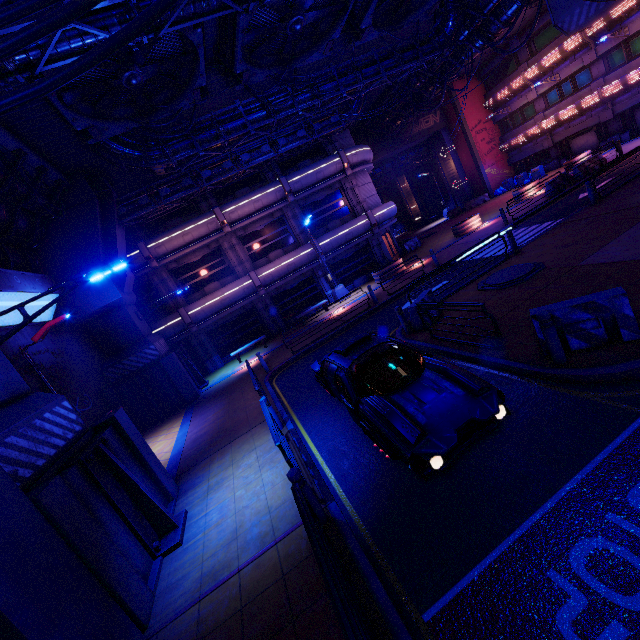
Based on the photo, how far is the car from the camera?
4.9 meters

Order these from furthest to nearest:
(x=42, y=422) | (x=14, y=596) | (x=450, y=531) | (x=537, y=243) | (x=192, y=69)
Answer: (x=537, y=243) → (x=192, y=69) → (x=42, y=422) → (x=450, y=531) → (x=14, y=596)

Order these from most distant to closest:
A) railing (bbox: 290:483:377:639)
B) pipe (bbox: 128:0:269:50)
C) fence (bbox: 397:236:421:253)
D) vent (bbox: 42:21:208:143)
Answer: fence (bbox: 397:236:421:253) → vent (bbox: 42:21:208:143) → pipe (bbox: 128:0:269:50) → railing (bbox: 290:483:377:639)

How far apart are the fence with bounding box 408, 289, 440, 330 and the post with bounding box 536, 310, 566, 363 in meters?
4.5 m

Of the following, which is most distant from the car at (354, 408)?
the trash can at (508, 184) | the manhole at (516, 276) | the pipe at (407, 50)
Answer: the trash can at (508, 184)

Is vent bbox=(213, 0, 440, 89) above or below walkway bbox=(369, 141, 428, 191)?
above

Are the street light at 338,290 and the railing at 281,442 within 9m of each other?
no

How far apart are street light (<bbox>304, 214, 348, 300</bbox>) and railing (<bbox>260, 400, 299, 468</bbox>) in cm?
1499
